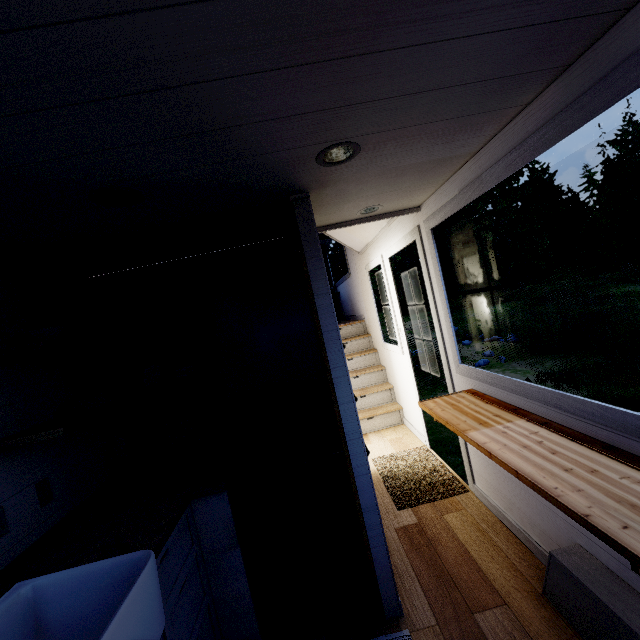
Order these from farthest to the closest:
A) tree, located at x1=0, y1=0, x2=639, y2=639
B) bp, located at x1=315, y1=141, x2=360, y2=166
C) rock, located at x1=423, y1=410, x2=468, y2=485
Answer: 1. rock, located at x1=423, y1=410, x2=468, y2=485
2. bp, located at x1=315, y1=141, x2=360, y2=166
3. tree, located at x1=0, y1=0, x2=639, y2=639

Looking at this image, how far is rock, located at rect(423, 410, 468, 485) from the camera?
5.4 meters

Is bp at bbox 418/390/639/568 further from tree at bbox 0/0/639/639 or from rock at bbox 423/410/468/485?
rock at bbox 423/410/468/485

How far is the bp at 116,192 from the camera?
1.3 meters

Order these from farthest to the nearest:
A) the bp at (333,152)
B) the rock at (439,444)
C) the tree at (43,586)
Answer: the rock at (439,444), the bp at (333,152), the tree at (43,586)

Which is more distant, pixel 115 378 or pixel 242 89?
pixel 115 378

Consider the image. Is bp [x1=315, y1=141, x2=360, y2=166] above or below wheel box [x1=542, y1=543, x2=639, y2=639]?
above

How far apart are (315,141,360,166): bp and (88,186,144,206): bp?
0.86m
